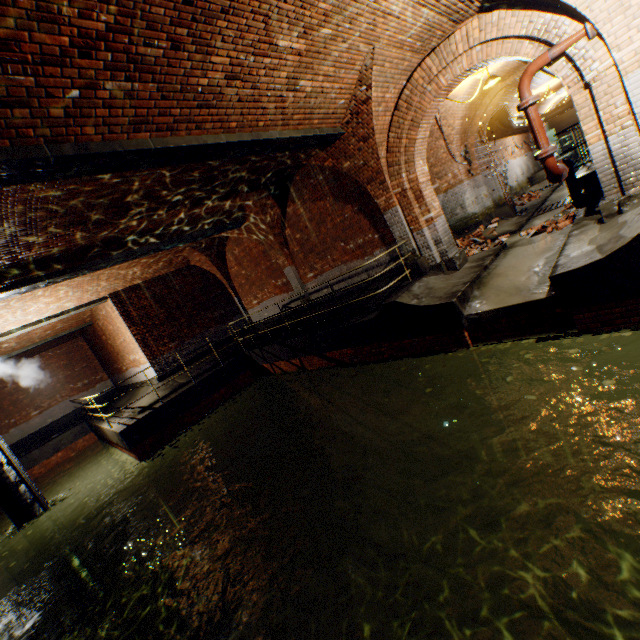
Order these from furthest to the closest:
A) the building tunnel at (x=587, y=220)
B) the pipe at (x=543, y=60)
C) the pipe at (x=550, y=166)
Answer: the building tunnel at (x=587, y=220) < the pipe at (x=550, y=166) < the pipe at (x=543, y=60)

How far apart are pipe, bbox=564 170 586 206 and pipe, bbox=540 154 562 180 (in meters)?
1.22

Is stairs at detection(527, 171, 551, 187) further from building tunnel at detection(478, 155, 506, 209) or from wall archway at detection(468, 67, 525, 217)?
wall archway at detection(468, 67, 525, 217)

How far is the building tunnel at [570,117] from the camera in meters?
27.1 m

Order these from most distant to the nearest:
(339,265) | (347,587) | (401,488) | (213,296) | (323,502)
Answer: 1. (213,296)
2. (339,265)
3. (323,502)
4. (401,488)
5. (347,587)

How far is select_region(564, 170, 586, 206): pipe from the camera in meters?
7.7

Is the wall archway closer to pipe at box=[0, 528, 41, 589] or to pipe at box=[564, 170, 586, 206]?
pipe at box=[564, 170, 586, 206]

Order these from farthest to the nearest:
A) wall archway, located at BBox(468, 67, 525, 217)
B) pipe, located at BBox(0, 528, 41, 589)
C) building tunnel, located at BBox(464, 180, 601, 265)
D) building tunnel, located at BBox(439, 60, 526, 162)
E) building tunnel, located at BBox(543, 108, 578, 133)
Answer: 1. building tunnel, located at BBox(543, 108, 578, 133)
2. pipe, located at BBox(0, 528, 41, 589)
3. wall archway, located at BBox(468, 67, 525, 217)
4. building tunnel, located at BBox(439, 60, 526, 162)
5. building tunnel, located at BBox(464, 180, 601, 265)
